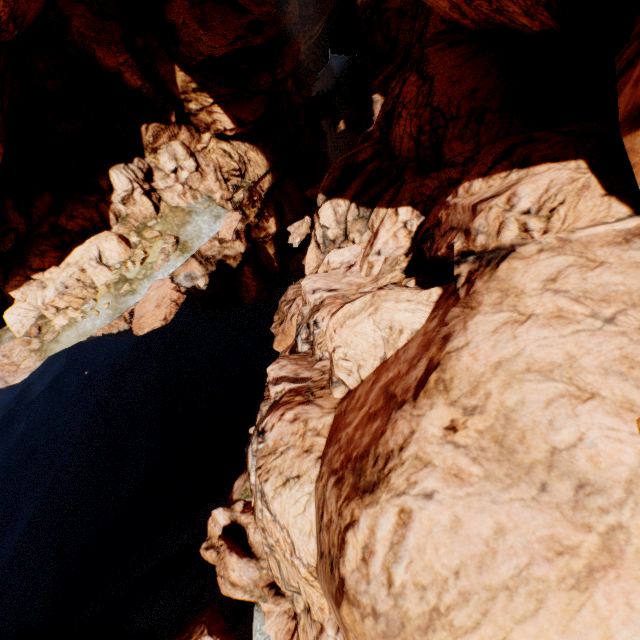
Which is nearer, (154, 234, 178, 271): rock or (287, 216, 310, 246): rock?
(287, 216, 310, 246): rock

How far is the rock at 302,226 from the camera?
23.20m

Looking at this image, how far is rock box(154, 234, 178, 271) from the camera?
26.30m

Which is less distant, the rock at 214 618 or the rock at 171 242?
the rock at 214 618

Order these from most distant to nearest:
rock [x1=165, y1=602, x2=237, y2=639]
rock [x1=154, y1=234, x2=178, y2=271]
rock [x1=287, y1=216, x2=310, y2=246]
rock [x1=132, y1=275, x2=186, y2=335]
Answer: rock [x1=154, y1=234, x2=178, y2=271] < rock [x1=287, y1=216, x2=310, y2=246] < rock [x1=132, y1=275, x2=186, y2=335] < rock [x1=165, y1=602, x2=237, y2=639]

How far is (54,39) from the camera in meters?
25.0 m
